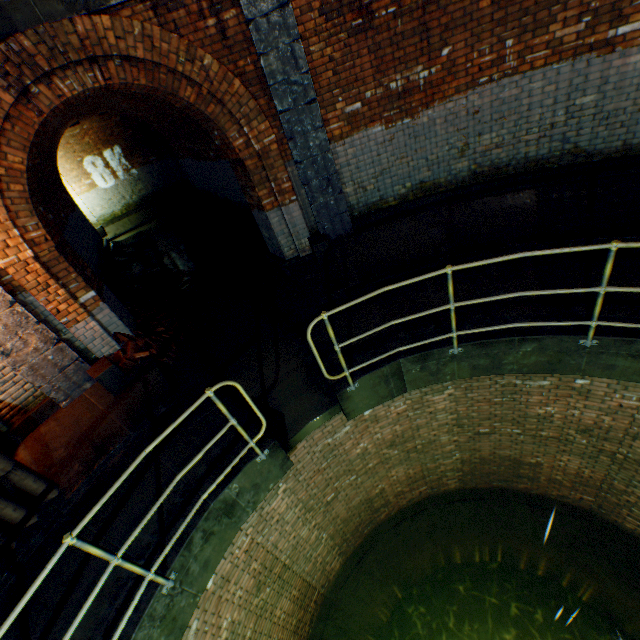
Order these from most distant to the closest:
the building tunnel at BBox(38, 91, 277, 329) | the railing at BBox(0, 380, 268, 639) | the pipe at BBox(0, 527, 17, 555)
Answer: the building tunnel at BBox(38, 91, 277, 329), the pipe at BBox(0, 527, 17, 555), the railing at BBox(0, 380, 268, 639)

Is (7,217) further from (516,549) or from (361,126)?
(516,549)

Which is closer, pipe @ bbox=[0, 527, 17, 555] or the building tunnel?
pipe @ bbox=[0, 527, 17, 555]

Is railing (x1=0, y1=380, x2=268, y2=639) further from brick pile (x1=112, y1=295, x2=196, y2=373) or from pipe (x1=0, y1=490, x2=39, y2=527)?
brick pile (x1=112, y1=295, x2=196, y2=373)

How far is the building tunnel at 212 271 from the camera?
8.62m

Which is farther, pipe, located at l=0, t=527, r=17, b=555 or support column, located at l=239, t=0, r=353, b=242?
support column, located at l=239, t=0, r=353, b=242

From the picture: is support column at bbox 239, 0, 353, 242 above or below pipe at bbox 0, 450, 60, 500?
above

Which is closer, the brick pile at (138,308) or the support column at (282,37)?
the support column at (282,37)
